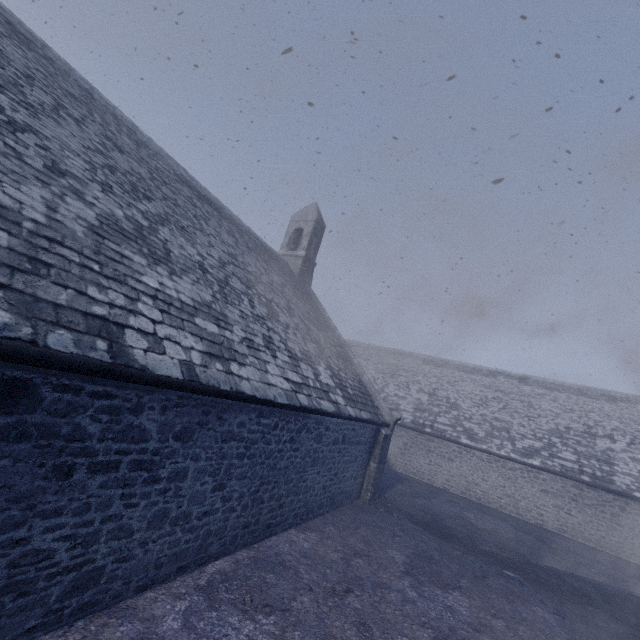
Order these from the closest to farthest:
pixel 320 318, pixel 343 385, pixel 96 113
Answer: pixel 96 113, pixel 343 385, pixel 320 318
